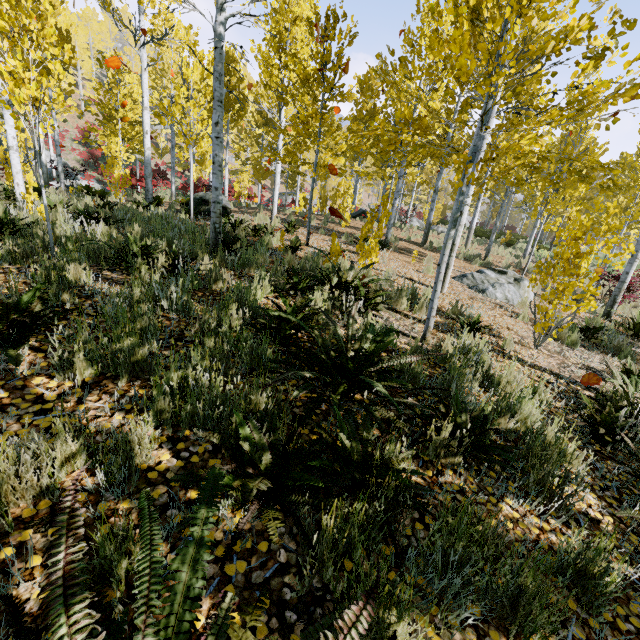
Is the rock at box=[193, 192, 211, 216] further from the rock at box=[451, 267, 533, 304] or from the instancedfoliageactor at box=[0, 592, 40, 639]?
the rock at box=[451, 267, 533, 304]

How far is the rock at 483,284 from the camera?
8.5m

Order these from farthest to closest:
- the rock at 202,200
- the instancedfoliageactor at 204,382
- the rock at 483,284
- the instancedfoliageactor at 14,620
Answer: the rock at 202,200 → the rock at 483,284 → the instancedfoliageactor at 204,382 → the instancedfoliageactor at 14,620

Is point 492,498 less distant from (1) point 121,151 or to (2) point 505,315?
(2) point 505,315

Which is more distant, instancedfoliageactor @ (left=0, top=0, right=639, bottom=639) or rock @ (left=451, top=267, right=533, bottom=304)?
rock @ (left=451, top=267, right=533, bottom=304)
